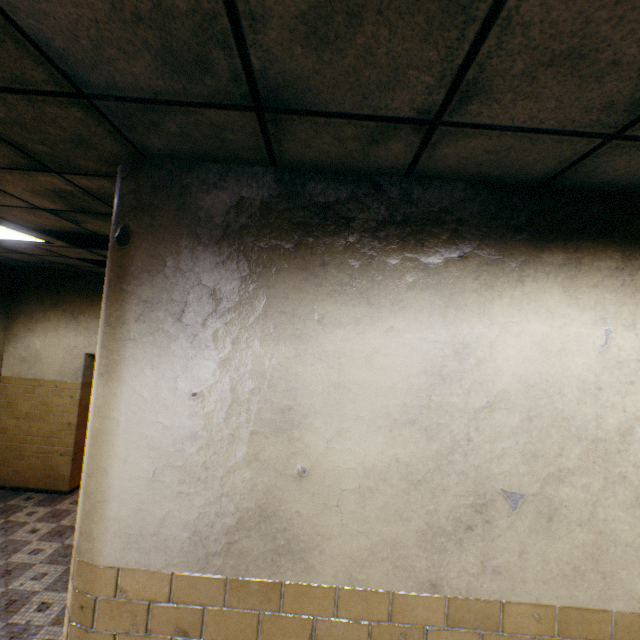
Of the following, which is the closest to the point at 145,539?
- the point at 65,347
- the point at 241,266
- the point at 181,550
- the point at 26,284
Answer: the point at 181,550
